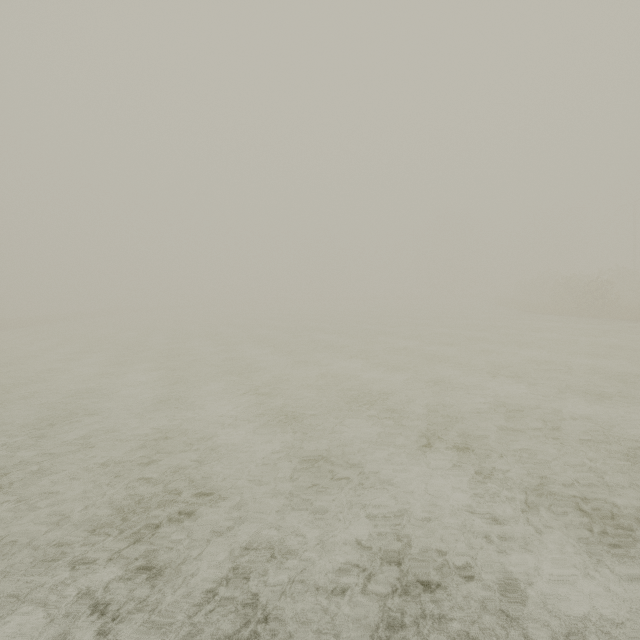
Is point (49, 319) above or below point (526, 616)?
above
